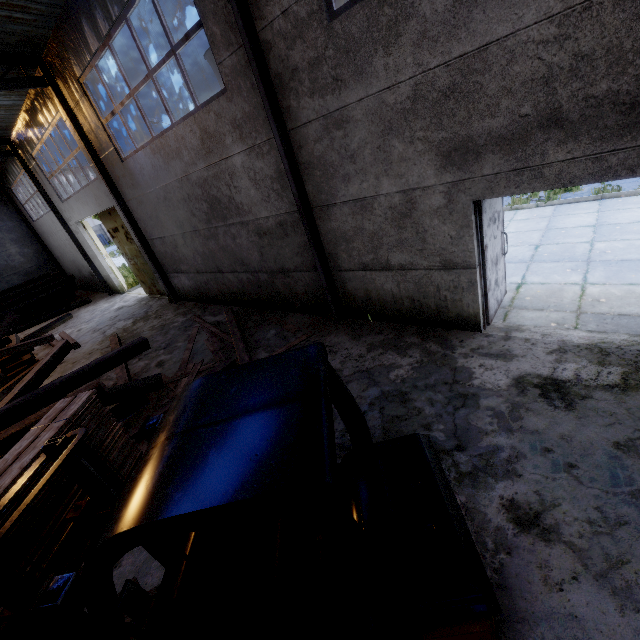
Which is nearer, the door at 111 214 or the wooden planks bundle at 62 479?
the wooden planks bundle at 62 479

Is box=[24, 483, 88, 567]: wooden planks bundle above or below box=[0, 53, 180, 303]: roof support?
below

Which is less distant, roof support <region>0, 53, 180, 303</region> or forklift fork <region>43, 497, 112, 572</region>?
forklift fork <region>43, 497, 112, 572</region>

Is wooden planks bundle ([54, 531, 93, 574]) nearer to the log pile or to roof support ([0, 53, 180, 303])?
roof support ([0, 53, 180, 303])

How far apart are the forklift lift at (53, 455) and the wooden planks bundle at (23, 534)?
0.38m

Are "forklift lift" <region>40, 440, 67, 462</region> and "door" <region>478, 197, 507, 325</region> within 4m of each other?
no

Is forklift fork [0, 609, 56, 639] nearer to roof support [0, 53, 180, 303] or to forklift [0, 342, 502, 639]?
forklift [0, 342, 502, 639]

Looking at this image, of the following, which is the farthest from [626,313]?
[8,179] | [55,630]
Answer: [8,179]
